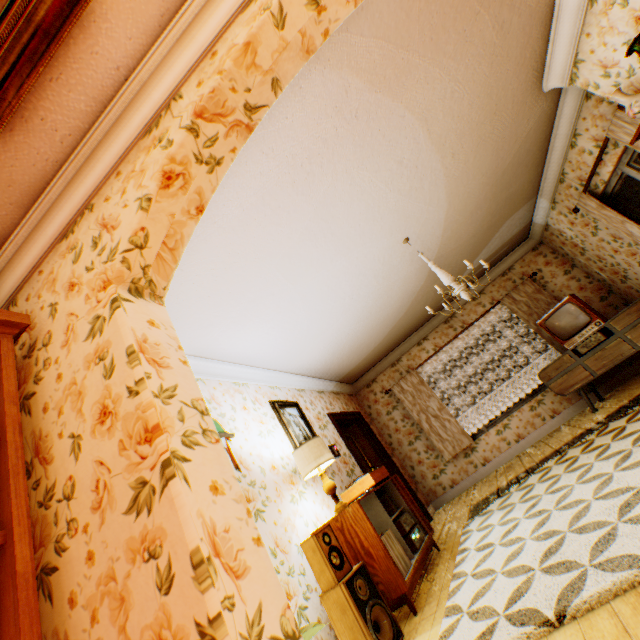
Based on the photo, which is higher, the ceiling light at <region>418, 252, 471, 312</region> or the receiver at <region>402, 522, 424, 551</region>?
the ceiling light at <region>418, 252, 471, 312</region>

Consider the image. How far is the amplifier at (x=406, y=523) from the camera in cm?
371

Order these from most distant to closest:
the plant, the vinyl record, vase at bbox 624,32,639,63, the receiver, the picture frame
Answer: the picture frame, the receiver, the vinyl record, vase at bbox 624,32,639,63, the plant

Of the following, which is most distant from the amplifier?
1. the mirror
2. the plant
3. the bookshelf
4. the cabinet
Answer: the mirror

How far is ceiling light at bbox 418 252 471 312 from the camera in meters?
3.8

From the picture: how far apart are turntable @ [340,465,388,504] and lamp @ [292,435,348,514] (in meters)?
0.55

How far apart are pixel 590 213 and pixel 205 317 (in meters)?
5.82

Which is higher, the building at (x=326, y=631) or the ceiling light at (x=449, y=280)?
the ceiling light at (x=449, y=280)
